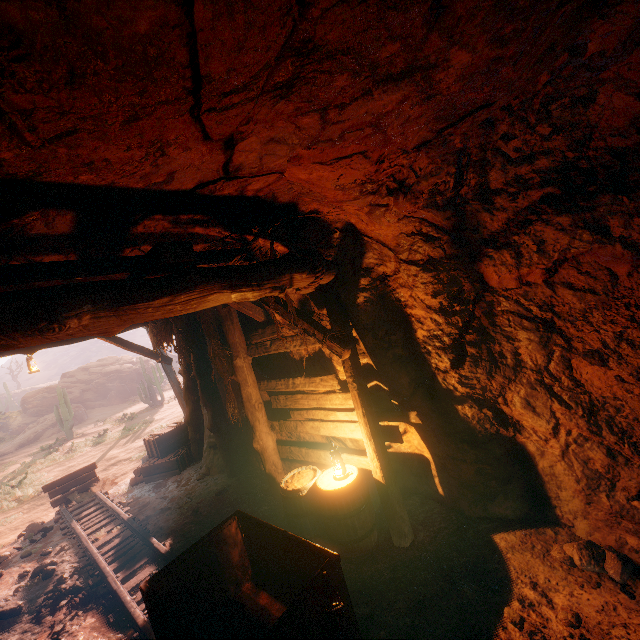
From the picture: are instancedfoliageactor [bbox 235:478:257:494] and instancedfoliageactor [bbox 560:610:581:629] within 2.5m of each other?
no

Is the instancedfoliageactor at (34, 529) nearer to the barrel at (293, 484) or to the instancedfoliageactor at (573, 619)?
the barrel at (293, 484)

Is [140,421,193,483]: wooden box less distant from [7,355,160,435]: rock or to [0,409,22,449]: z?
[7,355,160,435]: rock

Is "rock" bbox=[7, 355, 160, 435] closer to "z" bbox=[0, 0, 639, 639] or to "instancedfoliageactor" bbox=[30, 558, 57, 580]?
"z" bbox=[0, 0, 639, 639]

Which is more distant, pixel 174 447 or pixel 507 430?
pixel 174 447

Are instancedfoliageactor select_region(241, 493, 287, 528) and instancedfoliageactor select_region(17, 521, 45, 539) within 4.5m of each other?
no

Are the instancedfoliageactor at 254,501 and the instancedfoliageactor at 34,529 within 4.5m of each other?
no

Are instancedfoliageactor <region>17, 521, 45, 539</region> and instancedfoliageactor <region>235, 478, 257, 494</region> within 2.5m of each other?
no
